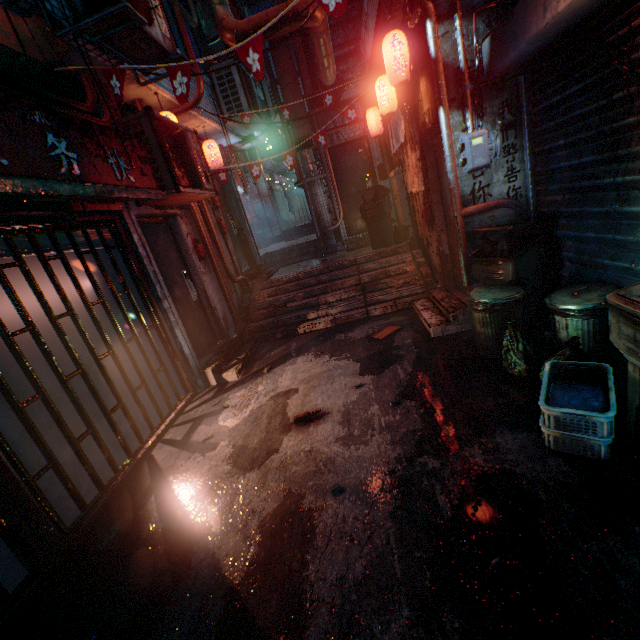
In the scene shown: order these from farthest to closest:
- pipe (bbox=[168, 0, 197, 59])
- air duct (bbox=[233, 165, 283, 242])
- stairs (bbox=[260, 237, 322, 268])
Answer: air duct (bbox=[233, 165, 283, 242]), stairs (bbox=[260, 237, 322, 268]), pipe (bbox=[168, 0, 197, 59])

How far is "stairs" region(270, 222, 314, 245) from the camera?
11.86m

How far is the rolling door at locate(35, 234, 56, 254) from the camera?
2.8m

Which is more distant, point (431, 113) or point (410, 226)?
point (410, 226)

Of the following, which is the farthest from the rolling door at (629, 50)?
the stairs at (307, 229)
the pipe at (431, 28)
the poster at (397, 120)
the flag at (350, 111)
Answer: the stairs at (307, 229)

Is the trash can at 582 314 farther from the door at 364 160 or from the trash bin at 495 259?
the door at 364 160

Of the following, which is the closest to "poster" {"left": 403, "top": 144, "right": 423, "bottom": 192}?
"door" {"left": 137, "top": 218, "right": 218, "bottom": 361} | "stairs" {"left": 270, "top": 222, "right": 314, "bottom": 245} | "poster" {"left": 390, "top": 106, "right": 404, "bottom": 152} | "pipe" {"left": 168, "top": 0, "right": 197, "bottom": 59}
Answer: "poster" {"left": 390, "top": 106, "right": 404, "bottom": 152}

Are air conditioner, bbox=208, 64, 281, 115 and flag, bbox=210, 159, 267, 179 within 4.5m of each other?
yes
